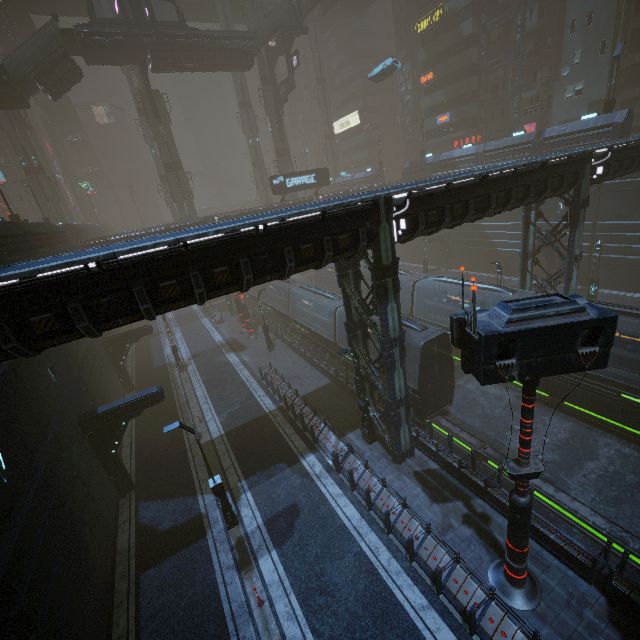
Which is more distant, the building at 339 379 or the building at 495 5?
the building at 495 5

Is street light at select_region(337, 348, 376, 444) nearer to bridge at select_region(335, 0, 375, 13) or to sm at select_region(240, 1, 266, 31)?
sm at select_region(240, 1, 266, 31)

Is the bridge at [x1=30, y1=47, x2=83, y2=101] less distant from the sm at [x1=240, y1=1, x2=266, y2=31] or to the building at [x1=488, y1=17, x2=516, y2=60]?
the sm at [x1=240, y1=1, x2=266, y2=31]

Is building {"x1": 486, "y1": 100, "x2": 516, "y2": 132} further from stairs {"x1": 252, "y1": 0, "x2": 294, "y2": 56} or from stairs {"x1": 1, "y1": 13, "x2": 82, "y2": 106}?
stairs {"x1": 1, "y1": 13, "x2": 82, "y2": 106}

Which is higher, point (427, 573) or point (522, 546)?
point (522, 546)

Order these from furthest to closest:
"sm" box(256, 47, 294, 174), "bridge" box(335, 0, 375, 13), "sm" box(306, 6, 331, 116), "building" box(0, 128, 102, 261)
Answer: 1. "sm" box(306, 6, 331, 116)
2. "bridge" box(335, 0, 375, 13)
3. "sm" box(256, 47, 294, 174)
4. "building" box(0, 128, 102, 261)

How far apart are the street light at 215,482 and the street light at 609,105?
38.2m

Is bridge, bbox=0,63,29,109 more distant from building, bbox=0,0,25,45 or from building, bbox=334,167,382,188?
building, bbox=0,0,25,45
